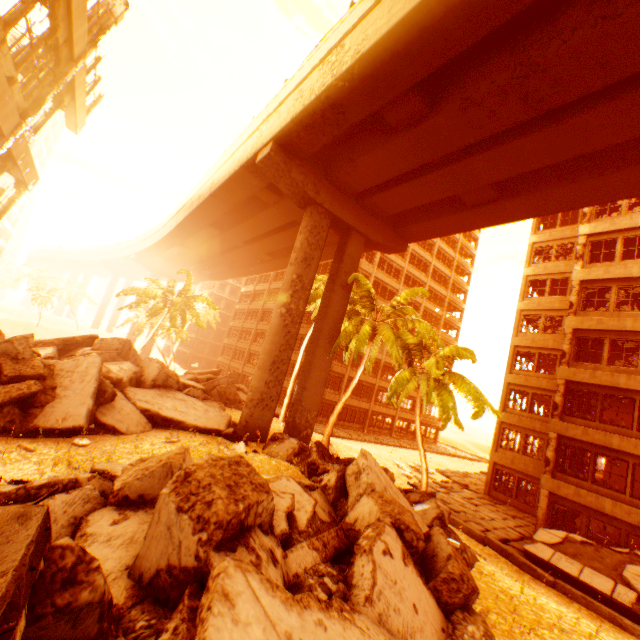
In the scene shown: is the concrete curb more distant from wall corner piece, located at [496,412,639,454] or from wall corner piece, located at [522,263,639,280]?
wall corner piece, located at [522,263,639,280]

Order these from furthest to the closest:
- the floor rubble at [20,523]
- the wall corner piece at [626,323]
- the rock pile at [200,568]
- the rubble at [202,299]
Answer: the rubble at [202,299]
the wall corner piece at [626,323]
the rock pile at [200,568]
the floor rubble at [20,523]

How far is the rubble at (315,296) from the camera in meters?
24.7

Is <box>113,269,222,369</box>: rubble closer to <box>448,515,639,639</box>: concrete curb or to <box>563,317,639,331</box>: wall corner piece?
<box>448,515,639,639</box>: concrete curb

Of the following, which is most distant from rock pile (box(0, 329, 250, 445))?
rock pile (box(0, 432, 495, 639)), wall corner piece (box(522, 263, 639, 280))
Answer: wall corner piece (box(522, 263, 639, 280))

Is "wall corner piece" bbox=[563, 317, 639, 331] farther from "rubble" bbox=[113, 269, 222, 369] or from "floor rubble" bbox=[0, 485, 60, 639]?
"floor rubble" bbox=[0, 485, 60, 639]

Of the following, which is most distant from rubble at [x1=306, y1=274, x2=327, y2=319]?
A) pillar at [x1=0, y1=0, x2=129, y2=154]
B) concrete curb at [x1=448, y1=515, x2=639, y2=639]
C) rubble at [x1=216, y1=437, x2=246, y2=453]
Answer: pillar at [x1=0, y1=0, x2=129, y2=154]

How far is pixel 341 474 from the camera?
9.38m
